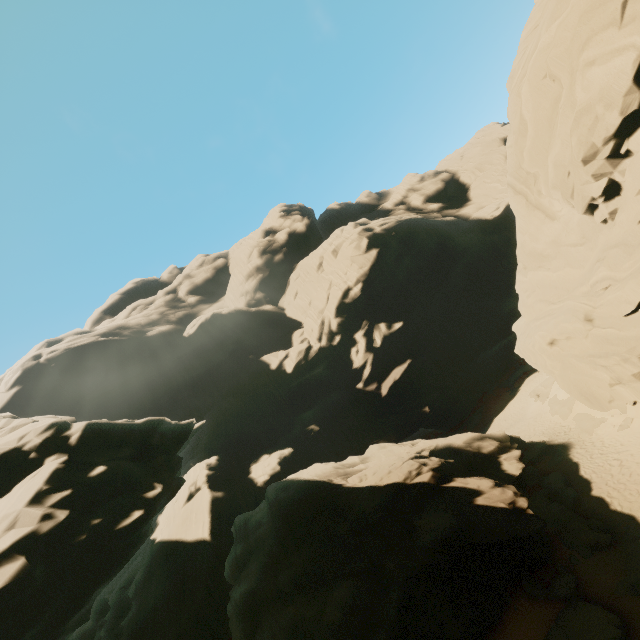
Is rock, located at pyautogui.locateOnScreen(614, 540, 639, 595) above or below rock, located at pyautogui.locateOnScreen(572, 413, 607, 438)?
below

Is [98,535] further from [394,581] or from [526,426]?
[526,426]

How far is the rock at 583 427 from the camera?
21.5 meters

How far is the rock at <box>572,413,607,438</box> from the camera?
21.5 meters

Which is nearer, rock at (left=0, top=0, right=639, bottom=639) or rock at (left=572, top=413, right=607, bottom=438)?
rock at (left=0, top=0, right=639, bottom=639)

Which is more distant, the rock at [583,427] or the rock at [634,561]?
the rock at [583,427]
